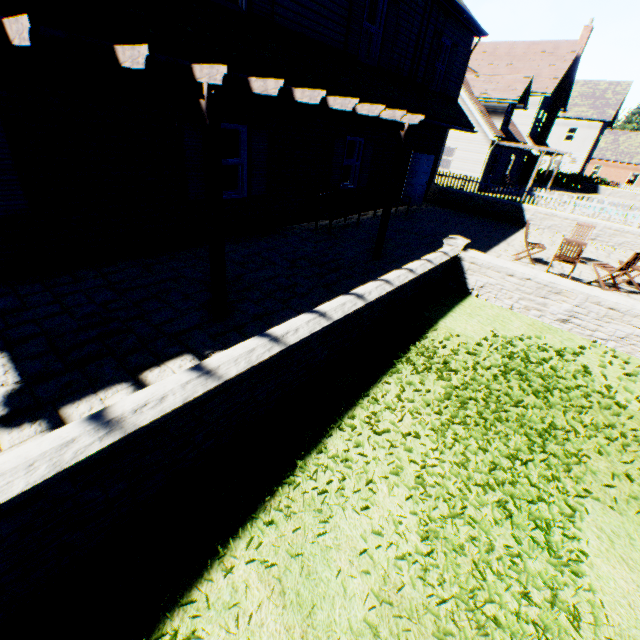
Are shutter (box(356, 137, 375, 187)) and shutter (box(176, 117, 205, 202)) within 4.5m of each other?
no

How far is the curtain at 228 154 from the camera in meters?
7.6

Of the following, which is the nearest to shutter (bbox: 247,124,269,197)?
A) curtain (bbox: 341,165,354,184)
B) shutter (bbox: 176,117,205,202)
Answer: shutter (bbox: 176,117,205,202)

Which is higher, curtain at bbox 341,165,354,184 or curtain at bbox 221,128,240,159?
curtain at bbox 221,128,240,159

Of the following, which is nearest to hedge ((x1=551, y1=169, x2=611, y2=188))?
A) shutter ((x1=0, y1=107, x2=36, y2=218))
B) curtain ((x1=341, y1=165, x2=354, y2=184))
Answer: curtain ((x1=341, y1=165, x2=354, y2=184))

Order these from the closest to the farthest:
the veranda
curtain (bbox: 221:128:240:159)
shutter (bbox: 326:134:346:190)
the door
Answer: the veranda
curtain (bbox: 221:128:240:159)
shutter (bbox: 326:134:346:190)
the door

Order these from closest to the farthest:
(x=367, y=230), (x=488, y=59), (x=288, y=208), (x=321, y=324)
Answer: (x=321, y=324) < (x=288, y=208) < (x=367, y=230) < (x=488, y=59)

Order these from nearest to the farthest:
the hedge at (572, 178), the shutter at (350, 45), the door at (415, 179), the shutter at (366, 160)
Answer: the shutter at (350, 45) < the shutter at (366, 160) < the door at (415, 179) < the hedge at (572, 178)
